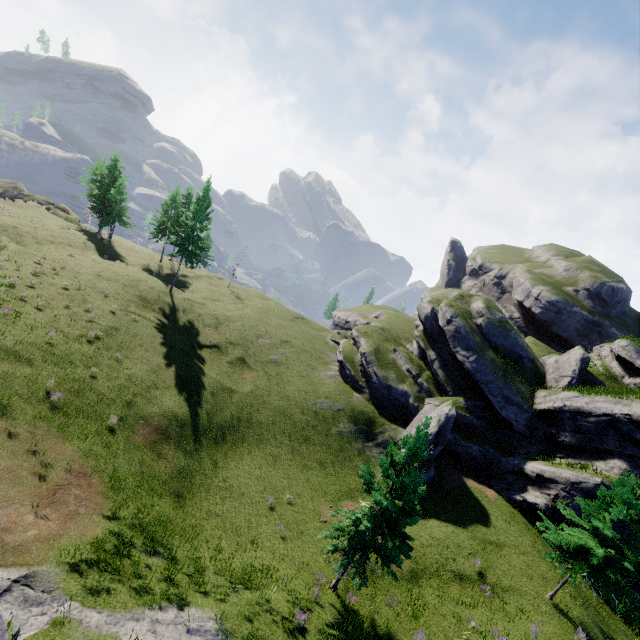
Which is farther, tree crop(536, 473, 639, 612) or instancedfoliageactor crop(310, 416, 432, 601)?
tree crop(536, 473, 639, 612)

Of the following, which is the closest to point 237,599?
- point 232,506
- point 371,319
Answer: point 232,506

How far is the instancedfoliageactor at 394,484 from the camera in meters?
14.3 m

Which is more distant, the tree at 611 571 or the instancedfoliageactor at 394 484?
the tree at 611 571

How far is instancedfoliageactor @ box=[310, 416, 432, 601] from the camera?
14.3m
